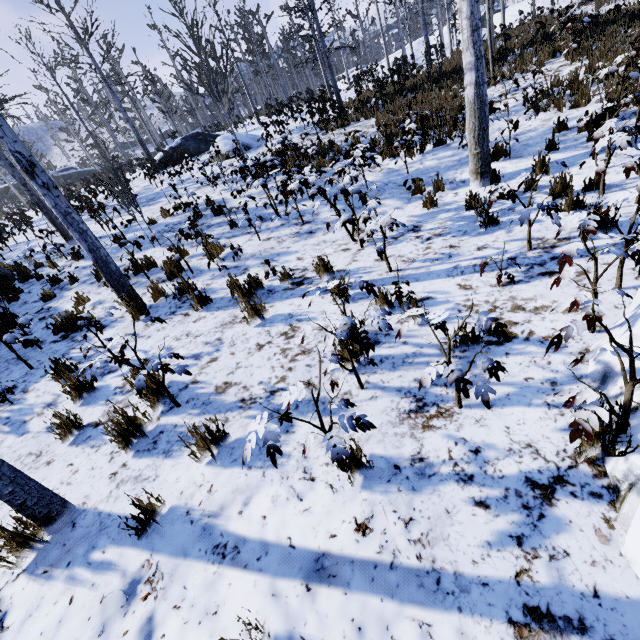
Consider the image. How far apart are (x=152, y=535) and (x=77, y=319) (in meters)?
4.82

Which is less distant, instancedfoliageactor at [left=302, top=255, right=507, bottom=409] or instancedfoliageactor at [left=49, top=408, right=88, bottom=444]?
instancedfoliageactor at [left=302, top=255, right=507, bottom=409]

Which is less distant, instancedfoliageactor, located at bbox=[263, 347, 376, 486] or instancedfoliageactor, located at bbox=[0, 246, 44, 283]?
instancedfoliageactor, located at bbox=[263, 347, 376, 486]

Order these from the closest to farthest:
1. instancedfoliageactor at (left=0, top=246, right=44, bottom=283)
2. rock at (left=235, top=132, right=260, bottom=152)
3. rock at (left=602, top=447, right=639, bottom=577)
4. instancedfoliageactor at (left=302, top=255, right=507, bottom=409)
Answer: rock at (left=602, top=447, right=639, bottom=577), instancedfoliageactor at (left=302, top=255, right=507, bottom=409), instancedfoliageactor at (left=0, top=246, right=44, bottom=283), rock at (left=235, top=132, right=260, bottom=152)

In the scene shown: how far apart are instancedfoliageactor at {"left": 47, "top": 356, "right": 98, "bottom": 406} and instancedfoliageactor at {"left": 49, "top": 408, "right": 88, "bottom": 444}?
0.56m

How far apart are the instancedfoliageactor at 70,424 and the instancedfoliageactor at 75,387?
0.56m

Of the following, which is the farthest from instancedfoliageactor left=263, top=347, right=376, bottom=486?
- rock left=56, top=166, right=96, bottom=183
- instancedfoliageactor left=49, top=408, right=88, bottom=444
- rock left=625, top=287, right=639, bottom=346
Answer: rock left=56, top=166, right=96, bottom=183

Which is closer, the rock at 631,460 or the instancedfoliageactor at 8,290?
the rock at 631,460
